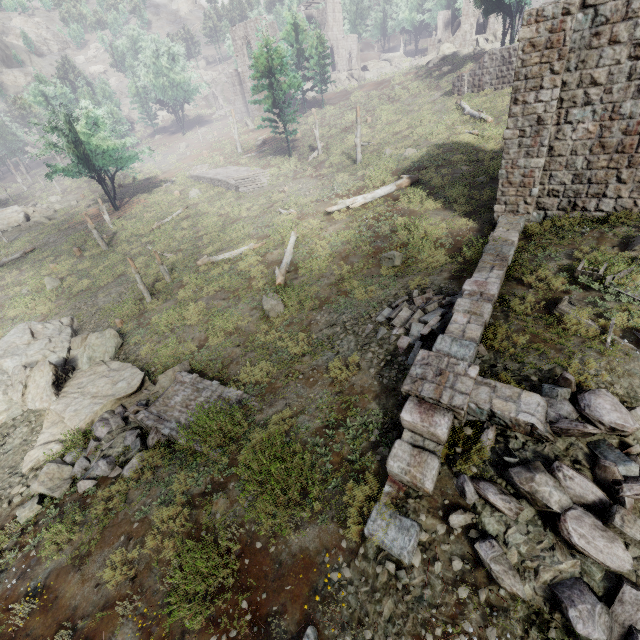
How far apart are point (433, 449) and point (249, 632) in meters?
4.4 m

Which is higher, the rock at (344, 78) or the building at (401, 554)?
the rock at (344, 78)

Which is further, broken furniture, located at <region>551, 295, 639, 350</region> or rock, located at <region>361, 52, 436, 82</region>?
rock, located at <region>361, 52, 436, 82</region>

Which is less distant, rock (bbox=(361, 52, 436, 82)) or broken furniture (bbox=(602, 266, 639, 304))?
broken furniture (bbox=(602, 266, 639, 304))

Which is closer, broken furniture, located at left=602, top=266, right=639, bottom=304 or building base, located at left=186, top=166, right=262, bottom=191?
broken furniture, located at left=602, top=266, right=639, bottom=304

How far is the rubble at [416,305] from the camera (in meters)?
8.70

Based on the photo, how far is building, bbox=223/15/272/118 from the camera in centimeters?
4456cm

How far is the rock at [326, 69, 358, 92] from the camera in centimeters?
5506cm
